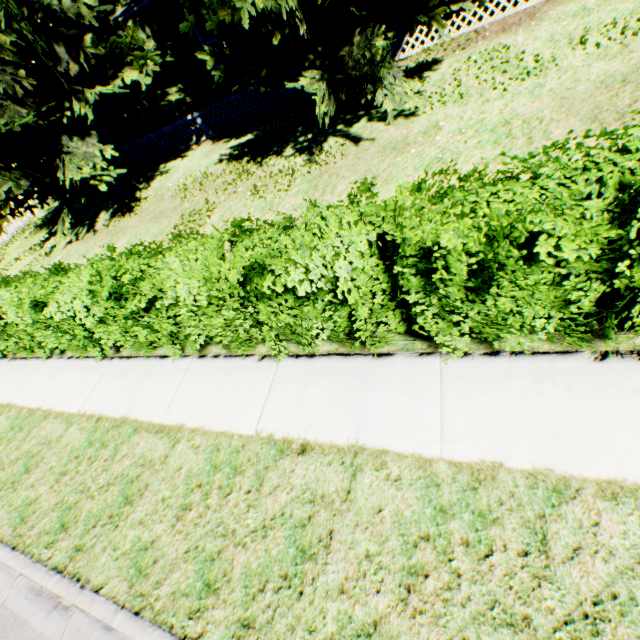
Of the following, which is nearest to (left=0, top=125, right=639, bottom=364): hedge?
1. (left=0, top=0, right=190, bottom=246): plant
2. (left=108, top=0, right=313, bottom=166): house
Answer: (left=0, top=0, right=190, bottom=246): plant

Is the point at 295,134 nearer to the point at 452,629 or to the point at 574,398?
the point at 574,398

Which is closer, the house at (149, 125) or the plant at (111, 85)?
the plant at (111, 85)

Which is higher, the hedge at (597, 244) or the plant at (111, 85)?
the plant at (111, 85)

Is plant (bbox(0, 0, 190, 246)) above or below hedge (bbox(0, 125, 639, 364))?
above

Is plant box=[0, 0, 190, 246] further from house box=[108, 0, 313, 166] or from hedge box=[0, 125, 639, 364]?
hedge box=[0, 125, 639, 364]
